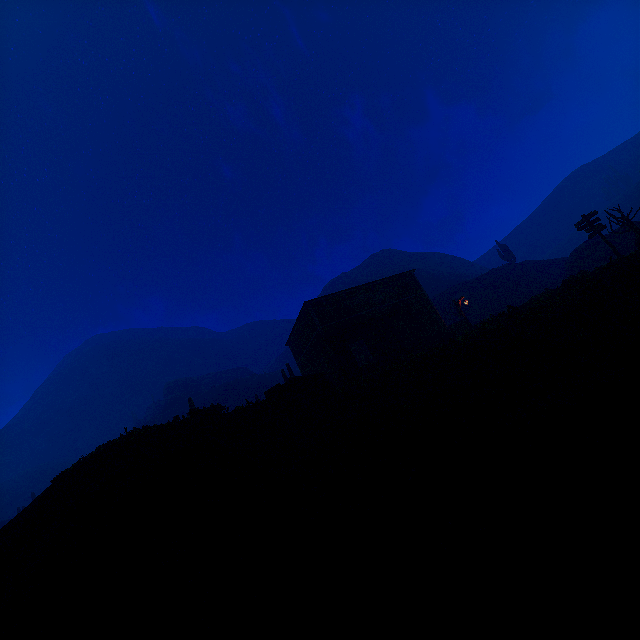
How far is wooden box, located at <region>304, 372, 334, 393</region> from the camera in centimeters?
1562cm

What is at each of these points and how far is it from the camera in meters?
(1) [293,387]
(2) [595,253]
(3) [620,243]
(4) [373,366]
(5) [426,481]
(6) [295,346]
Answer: (1) carraige, 16.2 m
(2) rock, 30.1 m
(3) rock, 28.9 m
(4) barrel, 18.3 m
(5) z, 5.7 m
(6) building, 28.3 m

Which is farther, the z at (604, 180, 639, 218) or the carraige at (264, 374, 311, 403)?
the z at (604, 180, 639, 218)

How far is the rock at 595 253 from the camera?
15.8m

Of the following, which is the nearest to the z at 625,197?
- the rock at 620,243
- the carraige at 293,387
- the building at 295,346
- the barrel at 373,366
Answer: the rock at 620,243

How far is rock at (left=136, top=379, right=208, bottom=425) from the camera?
54.84m

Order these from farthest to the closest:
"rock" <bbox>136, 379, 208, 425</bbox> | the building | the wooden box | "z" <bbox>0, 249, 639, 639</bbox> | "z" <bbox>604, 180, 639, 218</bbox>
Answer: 1. "rock" <bbox>136, 379, 208, 425</bbox>
2. "z" <bbox>604, 180, 639, 218</bbox>
3. the building
4. the wooden box
5. "z" <bbox>0, 249, 639, 639</bbox>

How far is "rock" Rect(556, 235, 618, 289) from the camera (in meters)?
15.77
